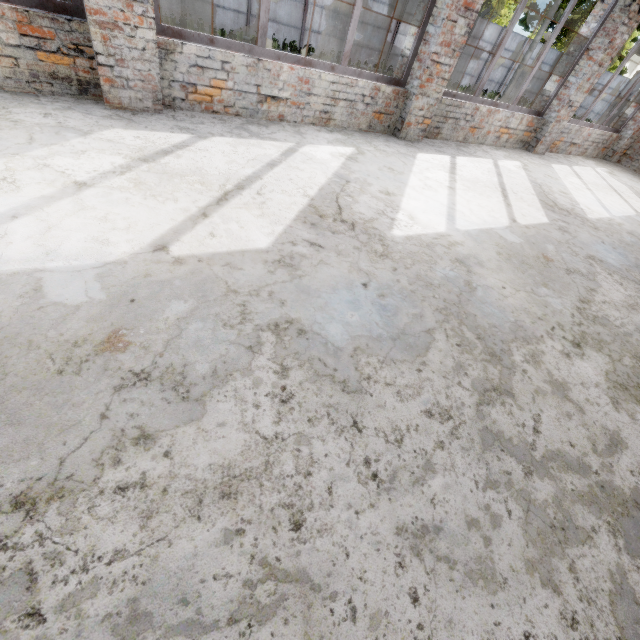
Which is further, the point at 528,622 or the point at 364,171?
the point at 364,171
